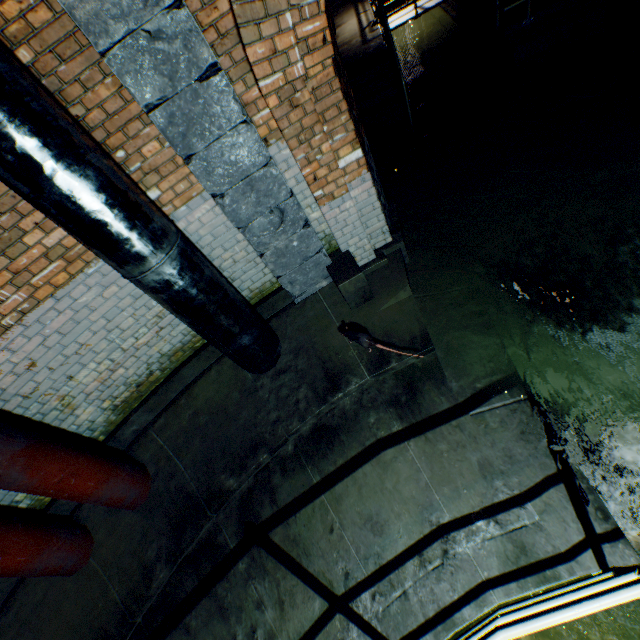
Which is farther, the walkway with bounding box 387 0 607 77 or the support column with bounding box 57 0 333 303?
the walkway with bounding box 387 0 607 77

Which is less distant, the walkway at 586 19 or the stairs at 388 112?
the walkway at 586 19

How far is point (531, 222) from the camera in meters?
4.2 m

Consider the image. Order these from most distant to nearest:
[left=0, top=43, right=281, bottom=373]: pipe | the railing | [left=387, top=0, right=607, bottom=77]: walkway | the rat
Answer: [left=387, top=0, right=607, bottom=77]: walkway, the rat, [left=0, top=43, right=281, bottom=373]: pipe, the railing

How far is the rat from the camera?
3.5m

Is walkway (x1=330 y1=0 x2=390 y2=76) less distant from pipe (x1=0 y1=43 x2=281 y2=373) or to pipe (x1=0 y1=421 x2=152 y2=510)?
pipe (x1=0 y1=43 x2=281 y2=373)

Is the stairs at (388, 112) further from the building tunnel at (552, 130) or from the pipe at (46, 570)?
the pipe at (46, 570)

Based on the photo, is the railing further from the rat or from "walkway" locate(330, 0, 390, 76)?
"walkway" locate(330, 0, 390, 76)
